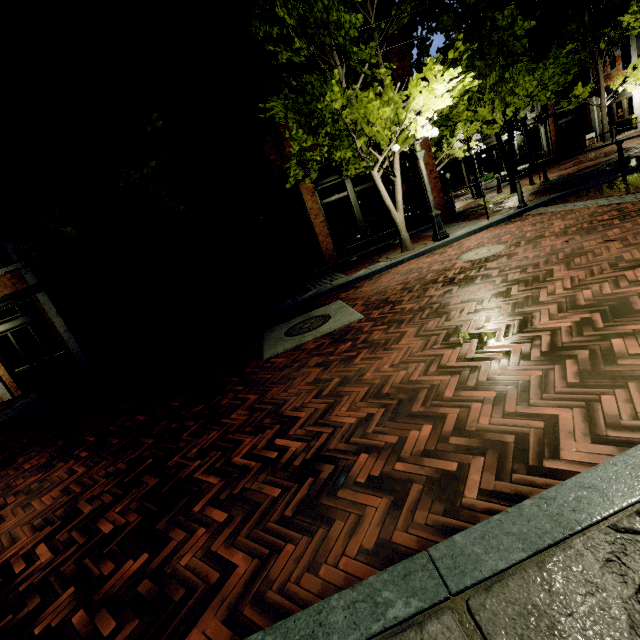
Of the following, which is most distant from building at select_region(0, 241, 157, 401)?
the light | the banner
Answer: the light

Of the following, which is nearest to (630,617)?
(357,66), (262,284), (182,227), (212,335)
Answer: (212,335)

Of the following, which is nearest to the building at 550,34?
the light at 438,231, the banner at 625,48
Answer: the banner at 625,48

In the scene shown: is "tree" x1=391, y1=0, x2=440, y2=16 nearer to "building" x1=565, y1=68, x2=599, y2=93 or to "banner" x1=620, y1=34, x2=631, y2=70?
"building" x1=565, y1=68, x2=599, y2=93

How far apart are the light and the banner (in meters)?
22.75

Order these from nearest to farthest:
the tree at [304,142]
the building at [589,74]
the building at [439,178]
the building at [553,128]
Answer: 1. the tree at [304,142]
2. the building at [439,178]
3. the building at [589,74]
4. the building at [553,128]
